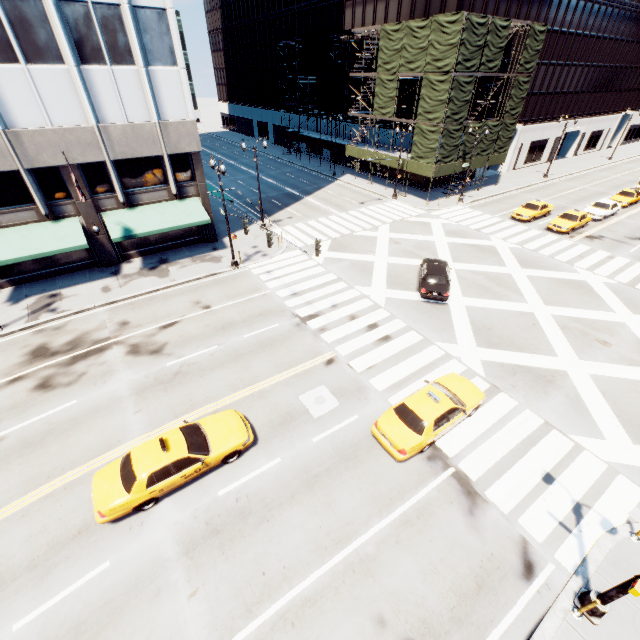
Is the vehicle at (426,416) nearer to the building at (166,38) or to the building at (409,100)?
the building at (166,38)

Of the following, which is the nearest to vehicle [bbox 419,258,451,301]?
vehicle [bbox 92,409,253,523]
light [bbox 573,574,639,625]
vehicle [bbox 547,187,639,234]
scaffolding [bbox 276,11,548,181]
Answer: vehicle [bbox 92,409,253,523]

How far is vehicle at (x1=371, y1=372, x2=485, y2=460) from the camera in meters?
11.8 m

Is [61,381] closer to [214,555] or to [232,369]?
[232,369]

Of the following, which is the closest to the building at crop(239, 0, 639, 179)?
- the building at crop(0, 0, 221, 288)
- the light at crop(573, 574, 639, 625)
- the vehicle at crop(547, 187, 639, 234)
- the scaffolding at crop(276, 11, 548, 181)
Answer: the scaffolding at crop(276, 11, 548, 181)

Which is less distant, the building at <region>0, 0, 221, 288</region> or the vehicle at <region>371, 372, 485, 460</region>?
the vehicle at <region>371, 372, 485, 460</region>

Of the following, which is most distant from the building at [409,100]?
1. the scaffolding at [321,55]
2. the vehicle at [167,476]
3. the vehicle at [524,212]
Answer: the vehicle at [167,476]

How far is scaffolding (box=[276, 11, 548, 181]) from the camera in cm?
2920
